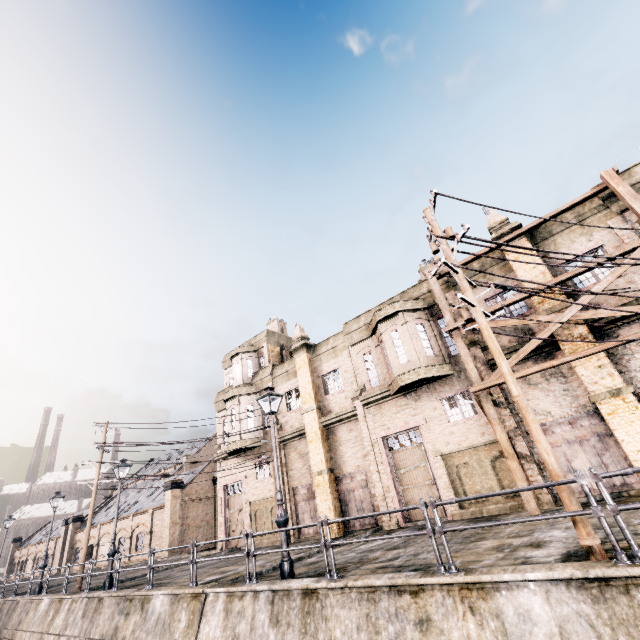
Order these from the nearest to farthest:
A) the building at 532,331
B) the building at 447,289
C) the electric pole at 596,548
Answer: the electric pole at 596,548 < the building at 532,331 < the building at 447,289

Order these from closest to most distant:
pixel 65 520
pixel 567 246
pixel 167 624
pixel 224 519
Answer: pixel 167 624 < pixel 567 246 < pixel 224 519 < pixel 65 520

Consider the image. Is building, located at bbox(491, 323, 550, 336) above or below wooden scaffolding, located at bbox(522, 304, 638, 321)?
above

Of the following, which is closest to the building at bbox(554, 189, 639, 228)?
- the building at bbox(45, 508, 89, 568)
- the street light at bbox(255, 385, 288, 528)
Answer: the street light at bbox(255, 385, 288, 528)

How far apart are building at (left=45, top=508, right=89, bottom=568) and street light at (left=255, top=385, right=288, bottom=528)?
56.83m

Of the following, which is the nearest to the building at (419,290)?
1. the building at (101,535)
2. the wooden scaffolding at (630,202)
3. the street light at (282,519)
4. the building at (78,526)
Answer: the wooden scaffolding at (630,202)

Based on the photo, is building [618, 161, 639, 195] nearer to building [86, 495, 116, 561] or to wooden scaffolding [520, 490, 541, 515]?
wooden scaffolding [520, 490, 541, 515]
